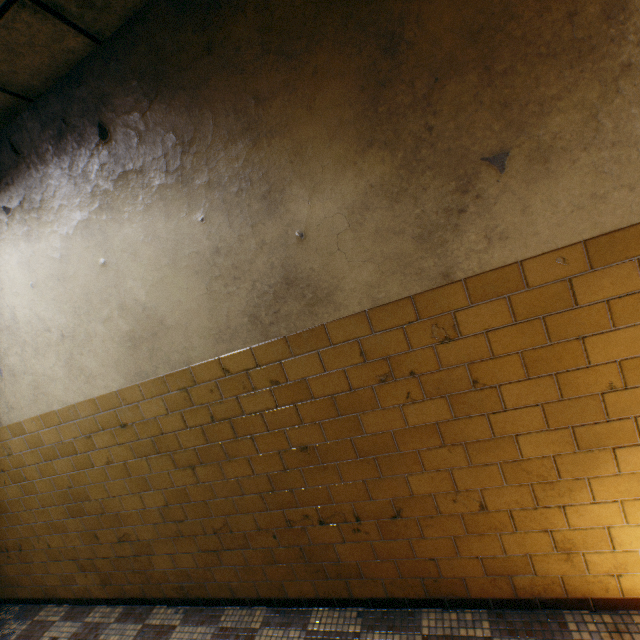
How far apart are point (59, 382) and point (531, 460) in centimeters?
343cm
